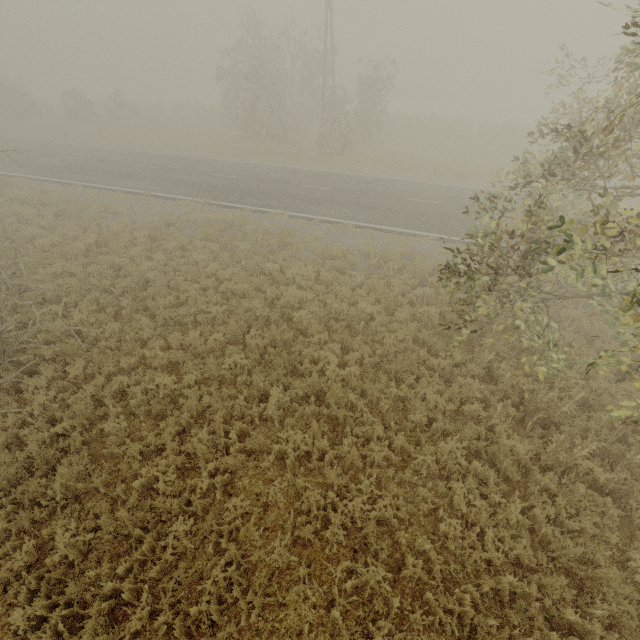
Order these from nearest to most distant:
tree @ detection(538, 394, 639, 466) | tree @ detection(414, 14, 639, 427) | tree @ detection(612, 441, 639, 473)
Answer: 1. tree @ detection(538, 394, 639, 466)
2. tree @ detection(414, 14, 639, 427)
3. tree @ detection(612, 441, 639, 473)

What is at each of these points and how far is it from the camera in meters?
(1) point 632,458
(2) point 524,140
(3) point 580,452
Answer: (1) tree, 6.2 m
(2) tree, 26.6 m
(3) tree, 6.4 m

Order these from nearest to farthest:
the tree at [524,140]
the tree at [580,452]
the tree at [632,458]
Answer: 1. the tree at [580,452]
2. the tree at [524,140]
3. the tree at [632,458]

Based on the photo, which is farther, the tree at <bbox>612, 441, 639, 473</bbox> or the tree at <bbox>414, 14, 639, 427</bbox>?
the tree at <bbox>612, 441, 639, 473</bbox>

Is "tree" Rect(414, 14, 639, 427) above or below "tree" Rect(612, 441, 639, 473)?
above

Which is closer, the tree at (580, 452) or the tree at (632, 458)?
the tree at (580, 452)
